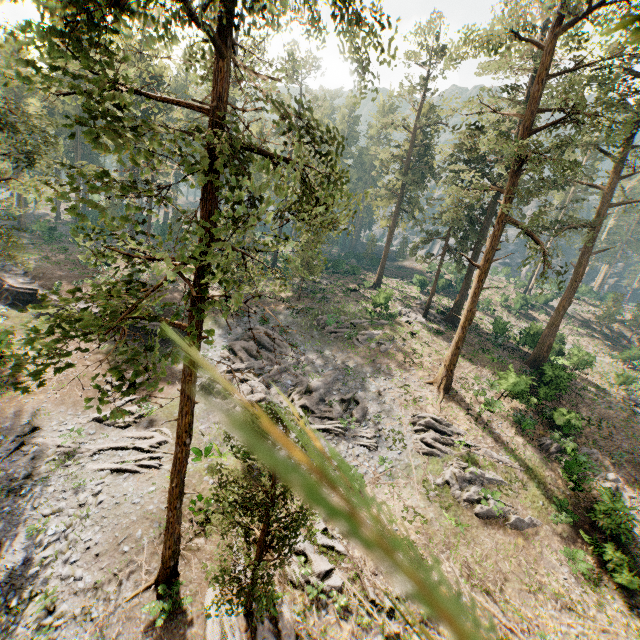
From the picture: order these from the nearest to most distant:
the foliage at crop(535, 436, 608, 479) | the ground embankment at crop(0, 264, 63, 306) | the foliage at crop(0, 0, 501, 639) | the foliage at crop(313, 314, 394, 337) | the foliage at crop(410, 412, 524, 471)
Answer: the foliage at crop(0, 0, 501, 639), the foliage at crop(535, 436, 608, 479), the foliage at crop(410, 412, 524, 471), the ground embankment at crop(0, 264, 63, 306), the foliage at crop(313, 314, 394, 337)

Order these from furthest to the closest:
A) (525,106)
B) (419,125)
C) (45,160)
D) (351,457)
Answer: (419,125), (525,106), (45,160), (351,457)

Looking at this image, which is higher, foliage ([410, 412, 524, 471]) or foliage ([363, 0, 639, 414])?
foliage ([363, 0, 639, 414])

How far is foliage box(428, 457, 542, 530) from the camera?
18.2m

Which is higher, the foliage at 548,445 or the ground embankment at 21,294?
the foliage at 548,445

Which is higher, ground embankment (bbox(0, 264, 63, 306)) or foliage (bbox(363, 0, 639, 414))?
foliage (bbox(363, 0, 639, 414))

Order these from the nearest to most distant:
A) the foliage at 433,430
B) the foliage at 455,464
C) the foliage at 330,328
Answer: the foliage at 455,464, the foliage at 433,430, the foliage at 330,328
